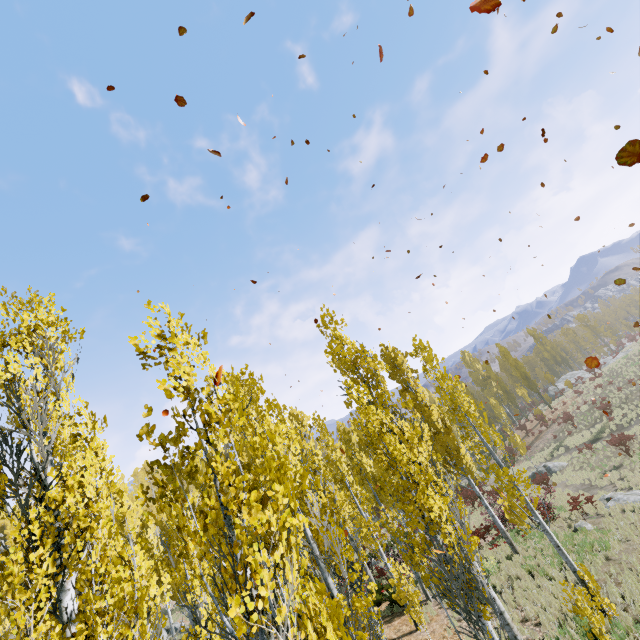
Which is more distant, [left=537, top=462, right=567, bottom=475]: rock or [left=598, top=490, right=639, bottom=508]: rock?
[left=537, top=462, right=567, bottom=475]: rock

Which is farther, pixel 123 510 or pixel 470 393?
pixel 470 393

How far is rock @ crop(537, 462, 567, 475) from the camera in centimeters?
2917cm

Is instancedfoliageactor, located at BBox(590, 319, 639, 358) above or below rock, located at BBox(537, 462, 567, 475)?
above

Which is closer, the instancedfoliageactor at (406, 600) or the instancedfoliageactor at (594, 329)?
the instancedfoliageactor at (406, 600)

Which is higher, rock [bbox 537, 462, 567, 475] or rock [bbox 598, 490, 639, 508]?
rock [bbox 598, 490, 639, 508]

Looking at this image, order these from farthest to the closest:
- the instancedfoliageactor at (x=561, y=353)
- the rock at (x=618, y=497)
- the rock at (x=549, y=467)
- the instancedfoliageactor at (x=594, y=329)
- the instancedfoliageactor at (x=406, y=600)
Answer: A: the instancedfoliageactor at (x=561, y=353) < the instancedfoliageactor at (x=594, y=329) < the rock at (x=549, y=467) < the rock at (x=618, y=497) < the instancedfoliageactor at (x=406, y=600)
